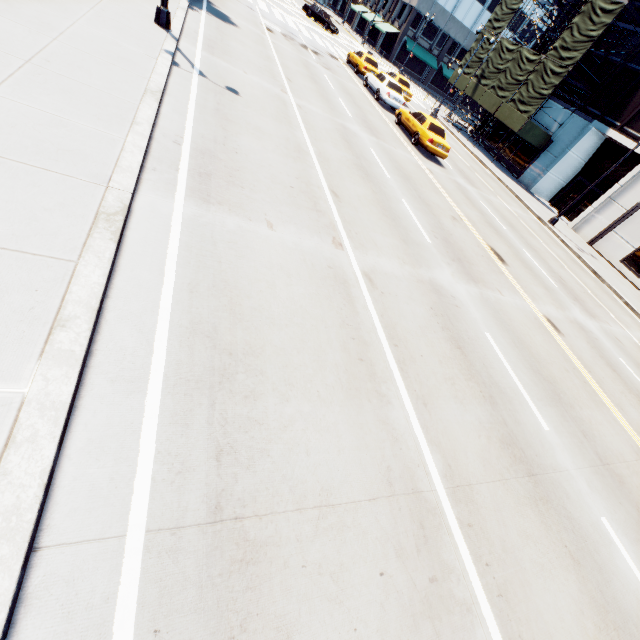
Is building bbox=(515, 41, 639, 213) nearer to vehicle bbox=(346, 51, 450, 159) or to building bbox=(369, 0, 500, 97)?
vehicle bbox=(346, 51, 450, 159)

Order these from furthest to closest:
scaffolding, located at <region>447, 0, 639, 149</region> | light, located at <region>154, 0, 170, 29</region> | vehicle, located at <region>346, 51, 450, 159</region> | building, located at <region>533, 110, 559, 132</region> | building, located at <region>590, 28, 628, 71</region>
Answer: building, located at <region>533, 110, 559, 132</region>, building, located at <region>590, 28, 628, 71</region>, scaffolding, located at <region>447, 0, 639, 149</region>, vehicle, located at <region>346, 51, 450, 159</region>, light, located at <region>154, 0, 170, 29</region>

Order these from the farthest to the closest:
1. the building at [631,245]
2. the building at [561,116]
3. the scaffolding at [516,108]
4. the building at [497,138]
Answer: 1. the building at [497,138]
2. the building at [561,116]
3. the scaffolding at [516,108]
4. the building at [631,245]

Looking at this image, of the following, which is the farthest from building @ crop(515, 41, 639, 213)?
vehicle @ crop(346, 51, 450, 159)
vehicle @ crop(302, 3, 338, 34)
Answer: vehicle @ crop(302, 3, 338, 34)

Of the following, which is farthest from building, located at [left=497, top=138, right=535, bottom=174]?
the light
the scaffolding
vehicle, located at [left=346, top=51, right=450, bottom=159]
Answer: the light

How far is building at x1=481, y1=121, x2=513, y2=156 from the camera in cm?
3247

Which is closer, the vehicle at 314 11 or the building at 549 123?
the building at 549 123

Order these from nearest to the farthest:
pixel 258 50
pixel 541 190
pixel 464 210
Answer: pixel 464 210
pixel 258 50
pixel 541 190
